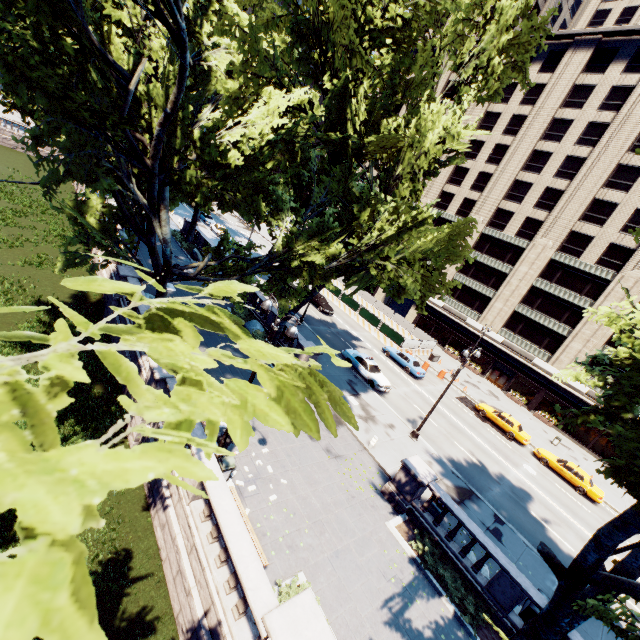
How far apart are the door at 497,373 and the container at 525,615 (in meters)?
33.30

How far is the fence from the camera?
37.7 meters

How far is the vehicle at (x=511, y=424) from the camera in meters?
29.5 m

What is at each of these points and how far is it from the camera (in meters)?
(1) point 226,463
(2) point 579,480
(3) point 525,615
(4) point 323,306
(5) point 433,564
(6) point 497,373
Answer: (1) garbage can, 12.33
(2) vehicle, 26.14
(3) container, 12.78
(4) vehicle, 38.59
(5) bush, 13.34
(6) door, 44.12

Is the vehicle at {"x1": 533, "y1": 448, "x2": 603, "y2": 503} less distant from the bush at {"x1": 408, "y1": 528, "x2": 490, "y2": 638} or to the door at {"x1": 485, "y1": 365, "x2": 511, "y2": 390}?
the door at {"x1": 485, "y1": 365, "x2": 511, "y2": 390}

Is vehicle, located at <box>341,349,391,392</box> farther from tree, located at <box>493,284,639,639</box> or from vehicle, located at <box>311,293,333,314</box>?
vehicle, located at <box>311,293,333,314</box>

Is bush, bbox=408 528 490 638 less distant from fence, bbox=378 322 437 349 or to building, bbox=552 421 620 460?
fence, bbox=378 322 437 349

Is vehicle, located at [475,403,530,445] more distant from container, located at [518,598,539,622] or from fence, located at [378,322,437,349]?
container, located at [518,598,539,622]
